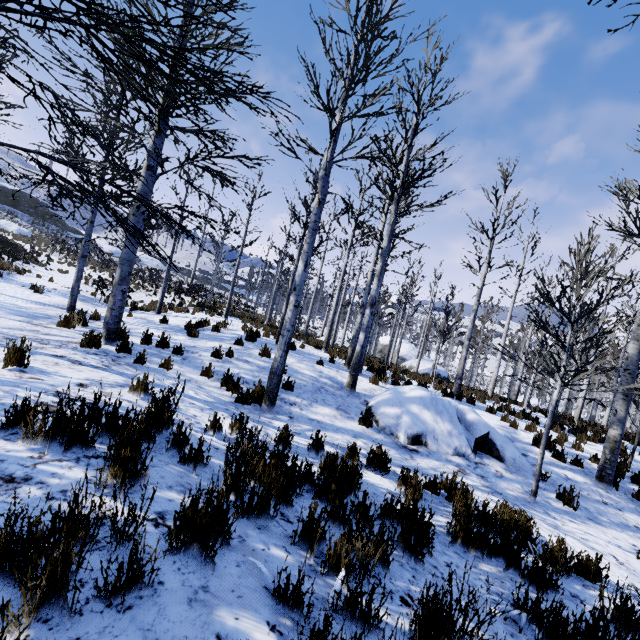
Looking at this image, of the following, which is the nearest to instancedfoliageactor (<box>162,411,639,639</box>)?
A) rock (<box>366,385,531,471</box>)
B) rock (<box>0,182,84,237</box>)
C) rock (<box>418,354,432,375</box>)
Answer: rock (<box>366,385,531,471</box>)

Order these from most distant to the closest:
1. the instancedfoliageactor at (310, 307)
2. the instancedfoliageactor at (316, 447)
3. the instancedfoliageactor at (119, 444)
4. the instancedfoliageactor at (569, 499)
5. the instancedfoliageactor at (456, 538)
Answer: the instancedfoliageactor at (569, 499) → the instancedfoliageactor at (316, 447) → the instancedfoliageactor at (310, 307) → the instancedfoliageactor at (456, 538) → the instancedfoliageactor at (119, 444)

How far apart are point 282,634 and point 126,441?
1.8m

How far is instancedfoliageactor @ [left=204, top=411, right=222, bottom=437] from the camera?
4.1m

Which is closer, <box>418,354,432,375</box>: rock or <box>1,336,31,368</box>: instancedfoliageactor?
<box>1,336,31,368</box>: instancedfoliageactor

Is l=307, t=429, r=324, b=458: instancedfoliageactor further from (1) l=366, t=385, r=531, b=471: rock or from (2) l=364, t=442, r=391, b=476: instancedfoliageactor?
(1) l=366, t=385, r=531, b=471: rock

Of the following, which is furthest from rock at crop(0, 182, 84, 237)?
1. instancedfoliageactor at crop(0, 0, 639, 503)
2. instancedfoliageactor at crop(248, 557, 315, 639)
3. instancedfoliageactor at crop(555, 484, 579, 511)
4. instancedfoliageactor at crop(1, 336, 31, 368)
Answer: instancedfoliageactor at crop(555, 484, 579, 511)

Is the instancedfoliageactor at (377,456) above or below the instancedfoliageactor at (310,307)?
below
